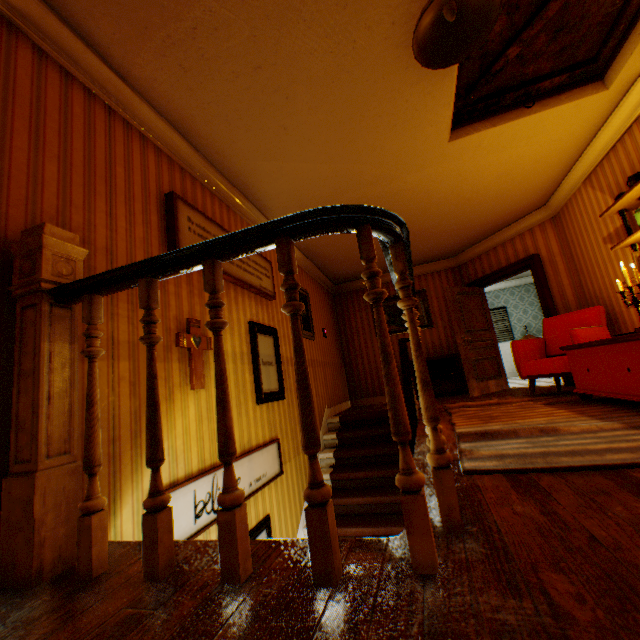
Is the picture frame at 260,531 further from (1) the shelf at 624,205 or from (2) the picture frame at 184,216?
(1) the shelf at 624,205

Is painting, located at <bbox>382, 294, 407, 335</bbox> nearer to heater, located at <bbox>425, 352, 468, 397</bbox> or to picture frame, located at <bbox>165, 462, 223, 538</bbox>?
heater, located at <bbox>425, 352, 468, 397</bbox>

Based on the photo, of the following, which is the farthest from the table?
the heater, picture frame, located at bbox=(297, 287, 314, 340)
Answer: picture frame, located at bbox=(297, 287, 314, 340)

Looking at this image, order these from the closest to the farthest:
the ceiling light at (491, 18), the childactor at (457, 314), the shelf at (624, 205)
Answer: the ceiling light at (491, 18) → the shelf at (624, 205) → the childactor at (457, 314)

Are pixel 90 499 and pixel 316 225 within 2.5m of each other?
yes

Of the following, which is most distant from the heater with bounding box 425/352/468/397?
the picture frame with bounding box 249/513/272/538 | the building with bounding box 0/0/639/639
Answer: the picture frame with bounding box 249/513/272/538

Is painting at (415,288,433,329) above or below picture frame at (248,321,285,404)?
above

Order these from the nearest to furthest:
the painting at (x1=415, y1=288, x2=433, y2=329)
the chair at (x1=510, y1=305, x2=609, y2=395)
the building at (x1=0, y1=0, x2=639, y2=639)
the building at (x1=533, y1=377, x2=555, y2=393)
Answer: the building at (x1=0, y1=0, x2=639, y2=639)
the chair at (x1=510, y1=305, x2=609, y2=395)
the building at (x1=533, y1=377, x2=555, y2=393)
the painting at (x1=415, y1=288, x2=433, y2=329)
